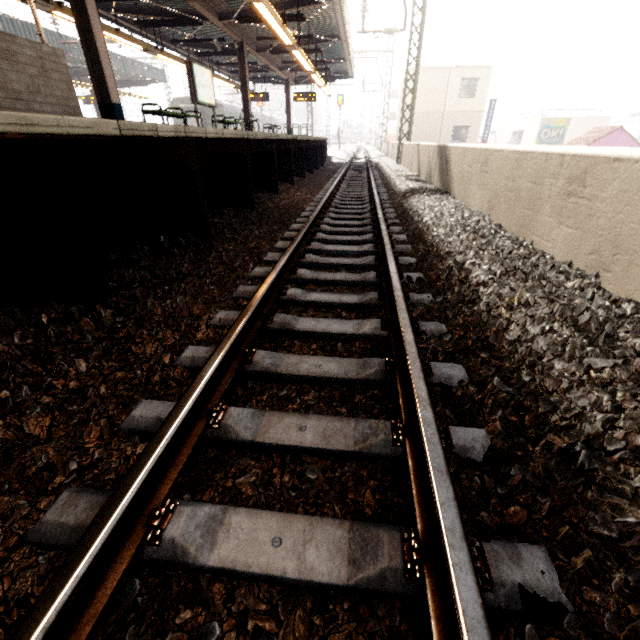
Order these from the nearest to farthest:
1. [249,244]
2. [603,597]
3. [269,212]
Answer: [603,597], [249,244], [269,212]

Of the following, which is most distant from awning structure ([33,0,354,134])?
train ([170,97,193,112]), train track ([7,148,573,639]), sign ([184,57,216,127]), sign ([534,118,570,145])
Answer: sign ([534,118,570,145])

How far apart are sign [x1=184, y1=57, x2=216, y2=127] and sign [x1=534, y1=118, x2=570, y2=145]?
32.4 meters

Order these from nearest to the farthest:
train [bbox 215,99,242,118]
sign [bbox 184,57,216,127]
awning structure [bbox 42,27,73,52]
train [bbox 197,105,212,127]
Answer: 1. sign [bbox 184,57,216,127]
2. awning structure [bbox 42,27,73,52]
3. train [bbox 197,105,212,127]
4. train [bbox 215,99,242,118]

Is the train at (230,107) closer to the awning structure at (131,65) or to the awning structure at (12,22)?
the awning structure at (12,22)

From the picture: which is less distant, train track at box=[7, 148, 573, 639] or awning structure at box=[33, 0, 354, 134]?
train track at box=[7, 148, 573, 639]

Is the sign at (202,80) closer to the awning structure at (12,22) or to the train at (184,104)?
the awning structure at (12,22)

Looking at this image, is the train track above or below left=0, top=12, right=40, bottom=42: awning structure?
below
